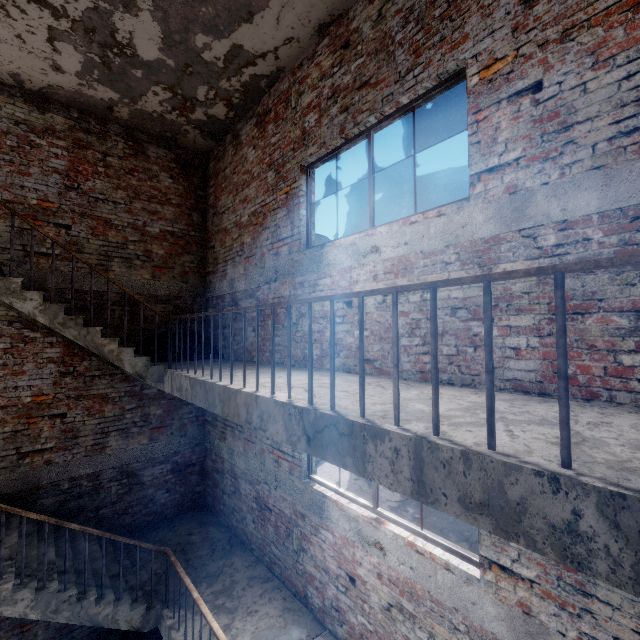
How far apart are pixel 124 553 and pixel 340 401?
5.9 meters

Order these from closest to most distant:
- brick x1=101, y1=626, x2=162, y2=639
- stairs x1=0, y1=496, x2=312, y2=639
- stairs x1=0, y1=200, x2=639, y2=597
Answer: stairs x1=0, y1=200, x2=639, y2=597 → stairs x1=0, y1=496, x2=312, y2=639 → brick x1=101, y1=626, x2=162, y2=639

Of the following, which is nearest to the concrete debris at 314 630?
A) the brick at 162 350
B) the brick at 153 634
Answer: the brick at 153 634

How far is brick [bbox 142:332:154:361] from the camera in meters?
6.1 m

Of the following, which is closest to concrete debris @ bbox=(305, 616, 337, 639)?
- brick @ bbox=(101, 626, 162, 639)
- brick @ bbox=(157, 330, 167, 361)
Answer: brick @ bbox=(101, 626, 162, 639)

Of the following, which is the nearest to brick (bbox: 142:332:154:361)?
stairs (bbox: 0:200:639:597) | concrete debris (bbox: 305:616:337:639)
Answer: stairs (bbox: 0:200:639:597)

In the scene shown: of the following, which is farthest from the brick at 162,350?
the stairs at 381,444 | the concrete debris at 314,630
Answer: the concrete debris at 314,630
